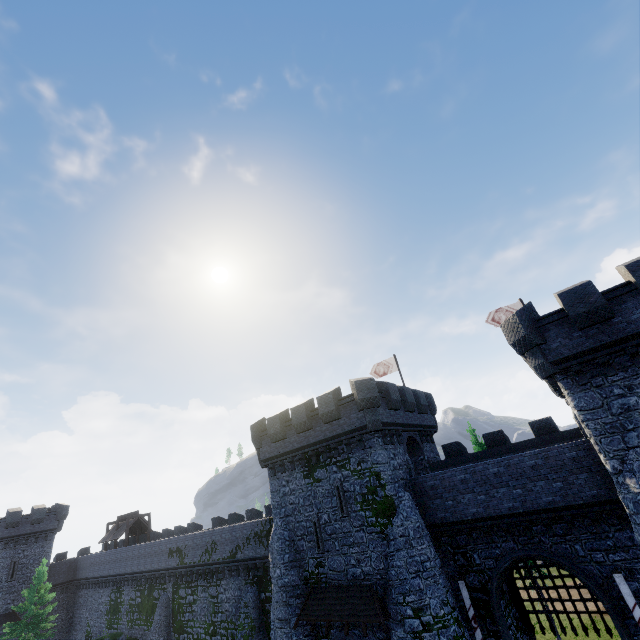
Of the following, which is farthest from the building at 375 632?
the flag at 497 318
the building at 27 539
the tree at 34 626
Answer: the building at 27 539

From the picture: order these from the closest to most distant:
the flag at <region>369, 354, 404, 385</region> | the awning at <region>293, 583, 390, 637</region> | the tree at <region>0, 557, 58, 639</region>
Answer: the awning at <region>293, 583, 390, 637</region>
the flag at <region>369, 354, 404, 385</region>
the tree at <region>0, 557, 58, 639</region>

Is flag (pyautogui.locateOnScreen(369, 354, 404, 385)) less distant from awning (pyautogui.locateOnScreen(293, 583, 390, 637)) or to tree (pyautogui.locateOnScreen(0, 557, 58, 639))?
awning (pyautogui.locateOnScreen(293, 583, 390, 637))

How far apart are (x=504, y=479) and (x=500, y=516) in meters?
1.9 m

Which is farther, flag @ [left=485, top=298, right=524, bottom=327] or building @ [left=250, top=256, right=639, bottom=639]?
flag @ [left=485, top=298, right=524, bottom=327]

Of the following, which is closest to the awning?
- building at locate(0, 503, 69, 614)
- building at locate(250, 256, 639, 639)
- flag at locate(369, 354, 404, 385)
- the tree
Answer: building at locate(250, 256, 639, 639)

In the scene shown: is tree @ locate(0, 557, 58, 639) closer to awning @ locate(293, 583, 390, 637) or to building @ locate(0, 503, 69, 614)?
building @ locate(0, 503, 69, 614)

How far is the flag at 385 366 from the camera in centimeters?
2962cm
